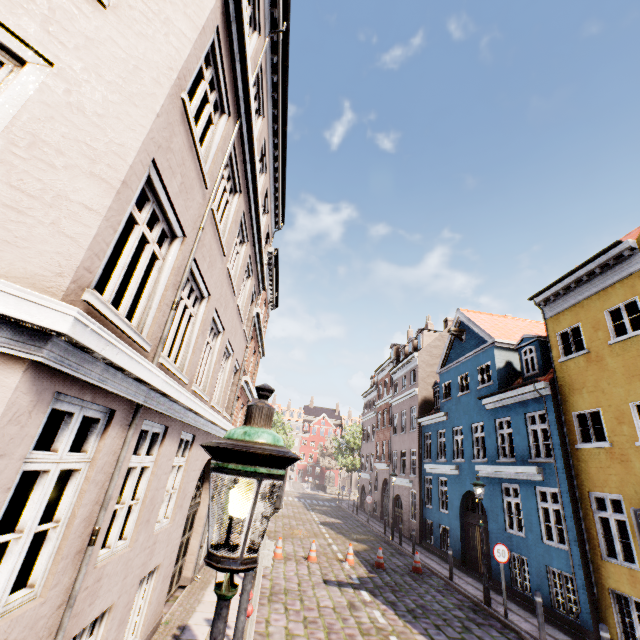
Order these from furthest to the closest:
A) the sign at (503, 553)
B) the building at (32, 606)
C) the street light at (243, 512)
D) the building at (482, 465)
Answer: the sign at (503, 553), the building at (482, 465), the building at (32, 606), the street light at (243, 512)

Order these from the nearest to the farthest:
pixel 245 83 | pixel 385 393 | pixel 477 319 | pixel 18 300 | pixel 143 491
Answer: pixel 18 300
pixel 143 491
pixel 245 83
pixel 477 319
pixel 385 393

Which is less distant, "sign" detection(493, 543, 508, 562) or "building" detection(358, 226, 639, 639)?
"building" detection(358, 226, 639, 639)

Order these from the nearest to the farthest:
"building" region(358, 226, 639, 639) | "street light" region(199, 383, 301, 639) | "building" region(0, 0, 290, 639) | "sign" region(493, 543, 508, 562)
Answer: "street light" region(199, 383, 301, 639), "building" region(0, 0, 290, 639), "building" region(358, 226, 639, 639), "sign" region(493, 543, 508, 562)

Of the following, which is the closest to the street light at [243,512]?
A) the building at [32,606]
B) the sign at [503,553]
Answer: the building at [32,606]

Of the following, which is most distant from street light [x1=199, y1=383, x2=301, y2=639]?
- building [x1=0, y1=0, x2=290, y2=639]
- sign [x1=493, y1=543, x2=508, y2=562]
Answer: sign [x1=493, y1=543, x2=508, y2=562]

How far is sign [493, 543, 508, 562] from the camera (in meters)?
10.43
